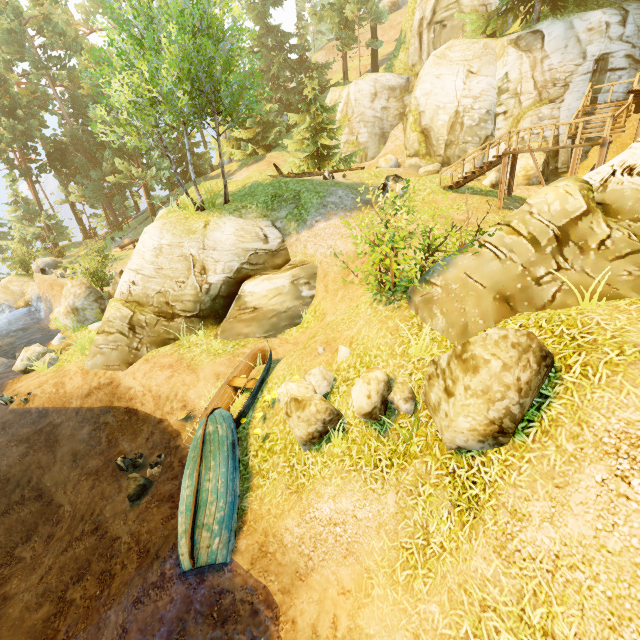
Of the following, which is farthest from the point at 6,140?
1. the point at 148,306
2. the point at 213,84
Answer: the point at 148,306

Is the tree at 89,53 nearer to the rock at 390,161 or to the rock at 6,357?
the rock at 390,161

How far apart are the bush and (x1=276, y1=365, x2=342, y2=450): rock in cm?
213

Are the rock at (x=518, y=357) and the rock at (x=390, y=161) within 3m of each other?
no

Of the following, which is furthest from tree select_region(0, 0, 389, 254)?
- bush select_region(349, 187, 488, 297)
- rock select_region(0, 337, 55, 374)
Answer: rock select_region(0, 337, 55, 374)

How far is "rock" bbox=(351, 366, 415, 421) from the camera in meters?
6.0

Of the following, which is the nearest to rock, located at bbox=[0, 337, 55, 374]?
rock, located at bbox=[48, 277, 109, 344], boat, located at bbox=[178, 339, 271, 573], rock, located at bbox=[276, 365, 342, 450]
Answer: rock, located at bbox=[48, 277, 109, 344]

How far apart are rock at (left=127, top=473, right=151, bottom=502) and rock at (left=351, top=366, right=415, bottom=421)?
6.26m
